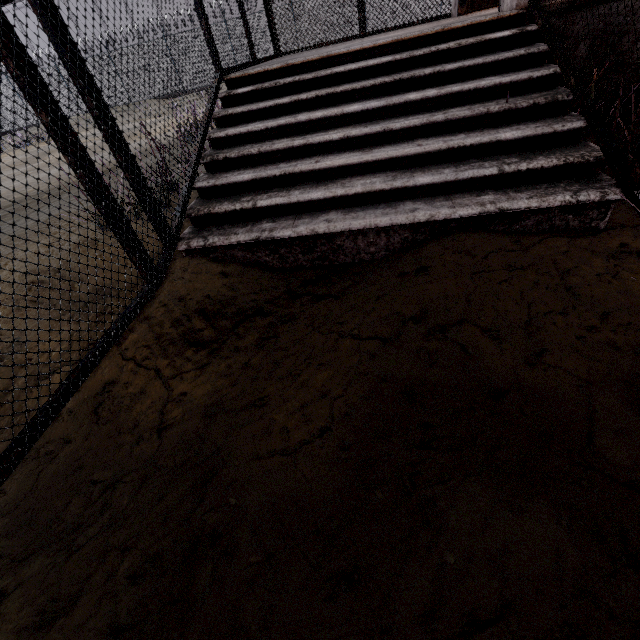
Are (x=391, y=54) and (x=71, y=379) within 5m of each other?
yes
